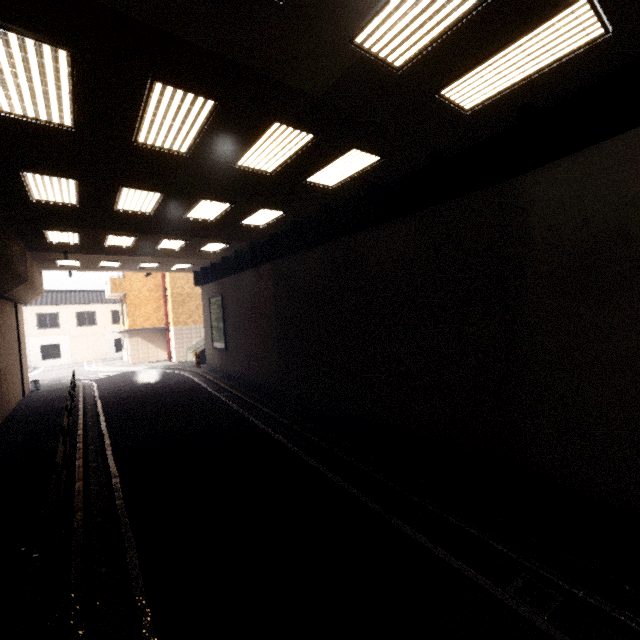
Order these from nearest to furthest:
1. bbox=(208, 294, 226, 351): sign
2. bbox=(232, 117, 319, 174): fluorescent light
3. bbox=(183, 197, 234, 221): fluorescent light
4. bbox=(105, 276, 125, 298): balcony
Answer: bbox=(232, 117, 319, 174): fluorescent light < bbox=(183, 197, 234, 221): fluorescent light < bbox=(208, 294, 226, 351): sign < bbox=(105, 276, 125, 298): balcony

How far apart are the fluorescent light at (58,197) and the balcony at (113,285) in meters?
19.8 m

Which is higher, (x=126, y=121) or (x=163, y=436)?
(x=126, y=121)

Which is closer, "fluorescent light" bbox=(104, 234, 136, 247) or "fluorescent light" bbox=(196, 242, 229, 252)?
"fluorescent light" bbox=(104, 234, 136, 247)

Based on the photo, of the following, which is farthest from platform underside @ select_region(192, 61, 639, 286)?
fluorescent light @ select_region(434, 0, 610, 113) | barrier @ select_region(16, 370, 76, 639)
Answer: barrier @ select_region(16, 370, 76, 639)

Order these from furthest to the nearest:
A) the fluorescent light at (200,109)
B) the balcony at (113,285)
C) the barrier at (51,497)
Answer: the balcony at (113,285)
the fluorescent light at (200,109)
the barrier at (51,497)

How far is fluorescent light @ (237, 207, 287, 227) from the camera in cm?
1060

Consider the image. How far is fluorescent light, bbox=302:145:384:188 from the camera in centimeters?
713cm
